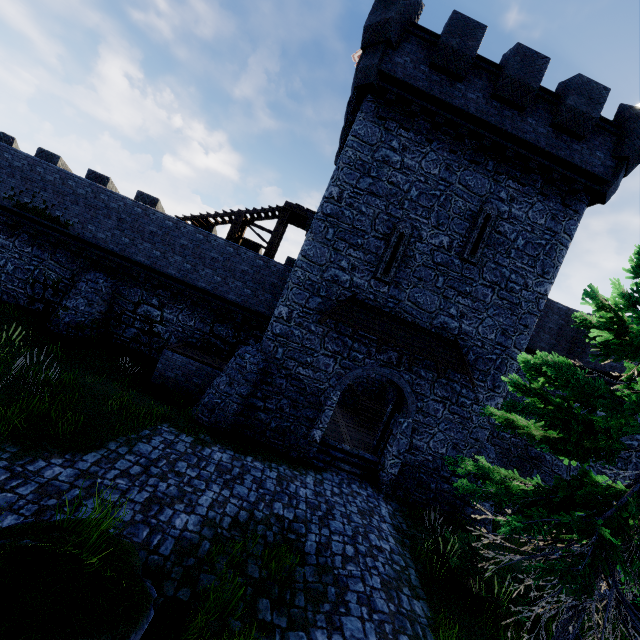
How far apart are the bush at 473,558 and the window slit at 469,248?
9.00m

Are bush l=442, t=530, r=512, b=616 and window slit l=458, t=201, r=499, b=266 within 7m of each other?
no

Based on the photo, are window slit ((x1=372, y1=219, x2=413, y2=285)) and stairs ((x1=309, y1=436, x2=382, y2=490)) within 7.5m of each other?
yes

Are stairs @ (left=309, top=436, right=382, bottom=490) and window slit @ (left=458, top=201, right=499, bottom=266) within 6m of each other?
no

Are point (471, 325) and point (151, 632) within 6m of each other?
no

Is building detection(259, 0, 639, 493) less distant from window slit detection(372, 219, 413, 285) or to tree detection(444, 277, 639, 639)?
window slit detection(372, 219, 413, 285)

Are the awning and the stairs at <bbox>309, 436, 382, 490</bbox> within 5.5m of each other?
yes

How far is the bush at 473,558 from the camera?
7.8 meters
